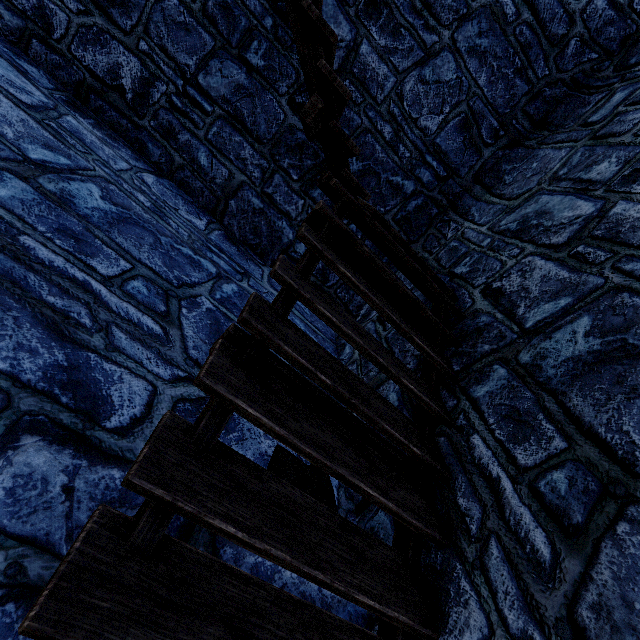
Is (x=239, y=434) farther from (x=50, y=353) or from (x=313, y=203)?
(x=313, y=203)
